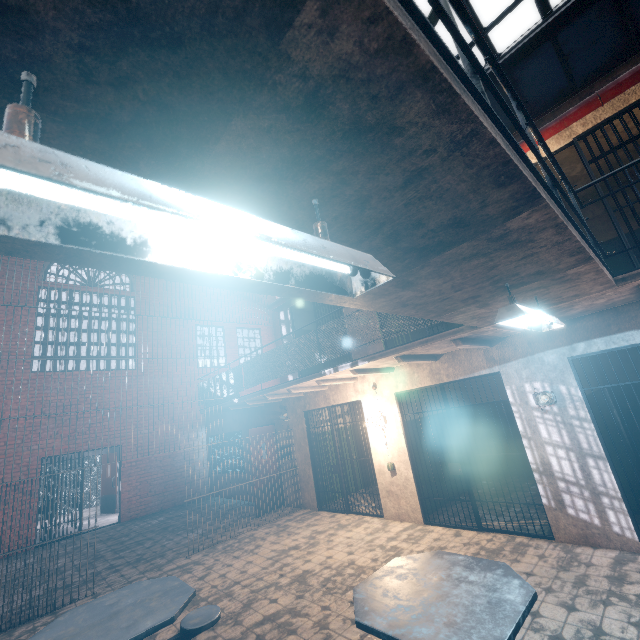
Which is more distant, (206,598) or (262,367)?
(262,367)

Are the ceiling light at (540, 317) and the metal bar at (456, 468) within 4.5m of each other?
yes

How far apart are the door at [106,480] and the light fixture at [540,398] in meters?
14.4 m

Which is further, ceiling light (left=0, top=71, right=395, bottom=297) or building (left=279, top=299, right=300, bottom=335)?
building (left=279, top=299, right=300, bottom=335)

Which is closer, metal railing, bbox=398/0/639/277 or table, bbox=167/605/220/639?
metal railing, bbox=398/0/639/277

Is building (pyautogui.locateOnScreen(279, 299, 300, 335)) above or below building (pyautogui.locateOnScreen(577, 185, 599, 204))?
below

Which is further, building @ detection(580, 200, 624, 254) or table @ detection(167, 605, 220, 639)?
building @ detection(580, 200, 624, 254)

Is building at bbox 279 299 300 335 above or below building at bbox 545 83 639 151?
below
